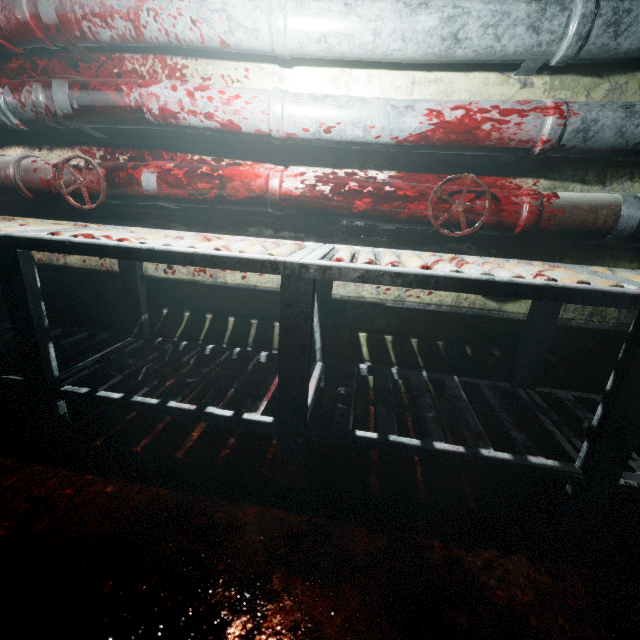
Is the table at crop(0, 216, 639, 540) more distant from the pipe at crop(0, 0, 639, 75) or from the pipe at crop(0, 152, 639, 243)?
the pipe at crop(0, 0, 639, 75)

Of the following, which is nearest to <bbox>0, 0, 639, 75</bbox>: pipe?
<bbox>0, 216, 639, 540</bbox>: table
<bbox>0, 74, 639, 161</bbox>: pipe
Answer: <bbox>0, 74, 639, 161</bbox>: pipe

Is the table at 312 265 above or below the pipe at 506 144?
below

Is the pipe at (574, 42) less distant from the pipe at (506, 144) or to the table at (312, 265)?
the pipe at (506, 144)

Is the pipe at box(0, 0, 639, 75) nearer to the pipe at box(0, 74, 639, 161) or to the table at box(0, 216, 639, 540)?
the pipe at box(0, 74, 639, 161)

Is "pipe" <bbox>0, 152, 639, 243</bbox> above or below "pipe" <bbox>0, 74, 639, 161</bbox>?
below

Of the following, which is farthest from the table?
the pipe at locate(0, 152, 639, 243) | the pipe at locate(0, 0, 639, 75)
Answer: the pipe at locate(0, 0, 639, 75)

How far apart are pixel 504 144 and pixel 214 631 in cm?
186
